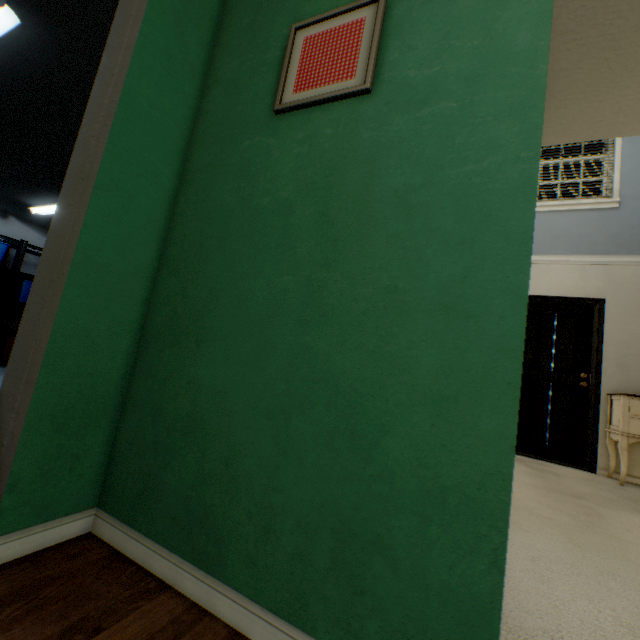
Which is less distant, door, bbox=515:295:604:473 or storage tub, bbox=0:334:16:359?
door, bbox=515:295:604:473

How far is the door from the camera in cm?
402

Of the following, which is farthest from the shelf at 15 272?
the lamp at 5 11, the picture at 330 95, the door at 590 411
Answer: the door at 590 411

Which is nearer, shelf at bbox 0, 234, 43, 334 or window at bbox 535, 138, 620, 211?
window at bbox 535, 138, 620, 211

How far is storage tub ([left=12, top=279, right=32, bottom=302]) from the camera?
5.2 meters

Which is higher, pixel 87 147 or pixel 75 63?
pixel 75 63

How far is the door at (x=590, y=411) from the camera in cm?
402

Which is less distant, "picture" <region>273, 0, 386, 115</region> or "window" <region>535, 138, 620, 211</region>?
"picture" <region>273, 0, 386, 115</region>
